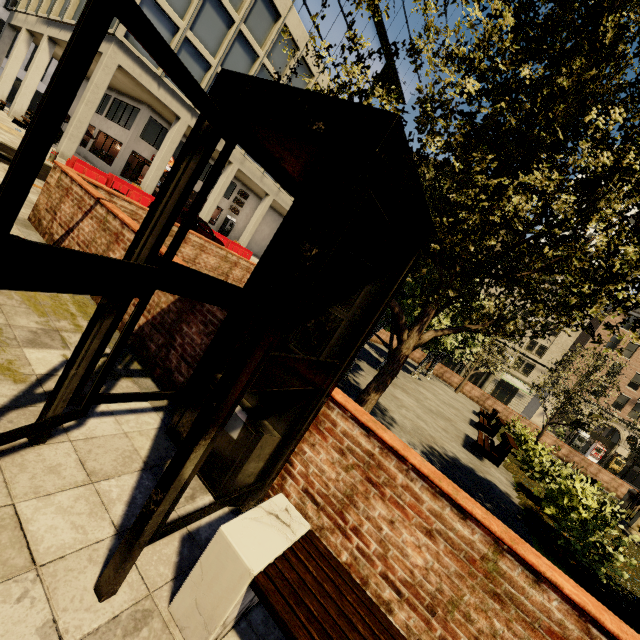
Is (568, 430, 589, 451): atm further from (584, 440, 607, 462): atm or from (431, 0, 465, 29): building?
(584, 440, 607, 462): atm

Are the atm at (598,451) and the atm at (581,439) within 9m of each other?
yes

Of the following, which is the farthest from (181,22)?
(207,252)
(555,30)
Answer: (555,30)

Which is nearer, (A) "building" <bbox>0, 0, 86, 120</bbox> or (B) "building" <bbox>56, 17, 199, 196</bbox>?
(B) "building" <bbox>56, 17, 199, 196</bbox>

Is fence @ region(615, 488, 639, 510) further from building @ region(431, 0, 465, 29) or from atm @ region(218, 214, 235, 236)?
atm @ region(218, 214, 235, 236)

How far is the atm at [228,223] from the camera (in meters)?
32.56

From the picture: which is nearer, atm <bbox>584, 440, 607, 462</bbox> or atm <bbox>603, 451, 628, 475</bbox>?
atm <bbox>603, 451, 628, 475</bbox>

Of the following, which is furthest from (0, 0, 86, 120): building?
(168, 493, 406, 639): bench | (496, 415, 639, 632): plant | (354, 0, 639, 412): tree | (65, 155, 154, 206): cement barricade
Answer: (496, 415, 639, 632): plant
